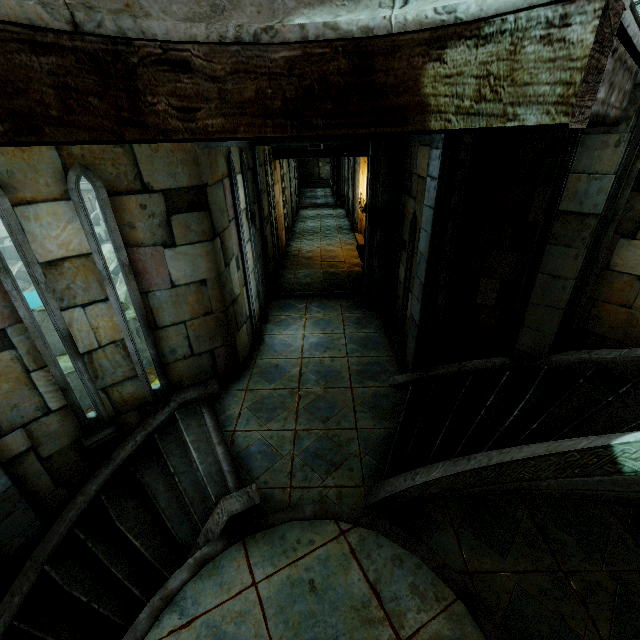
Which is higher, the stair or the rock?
the stair

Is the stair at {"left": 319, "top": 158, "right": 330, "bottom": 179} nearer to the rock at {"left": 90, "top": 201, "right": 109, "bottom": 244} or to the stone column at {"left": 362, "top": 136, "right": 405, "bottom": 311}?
the rock at {"left": 90, "top": 201, "right": 109, "bottom": 244}

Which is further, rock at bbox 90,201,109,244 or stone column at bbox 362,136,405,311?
rock at bbox 90,201,109,244

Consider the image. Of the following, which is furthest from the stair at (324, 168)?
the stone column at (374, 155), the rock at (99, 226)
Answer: the stone column at (374, 155)

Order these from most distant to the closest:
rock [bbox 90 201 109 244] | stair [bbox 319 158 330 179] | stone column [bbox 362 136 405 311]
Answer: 1. rock [bbox 90 201 109 244]
2. stair [bbox 319 158 330 179]
3. stone column [bbox 362 136 405 311]

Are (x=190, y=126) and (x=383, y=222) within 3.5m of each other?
no

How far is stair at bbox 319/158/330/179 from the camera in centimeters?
3531cm

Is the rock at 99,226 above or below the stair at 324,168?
below
